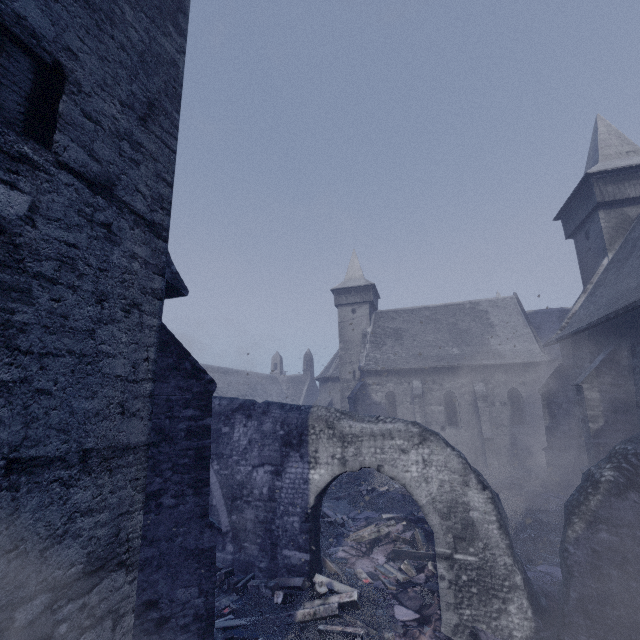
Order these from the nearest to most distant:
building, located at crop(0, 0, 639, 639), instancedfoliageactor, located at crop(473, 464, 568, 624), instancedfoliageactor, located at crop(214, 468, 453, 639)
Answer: building, located at crop(0, 0, 639, 639) → instancedfoliageactor, located at crop(214, 468, 453, 639) → instancedfoliageactor, located at crop(473, 464, 568, 624)

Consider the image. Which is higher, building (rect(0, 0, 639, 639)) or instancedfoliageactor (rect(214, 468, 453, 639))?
building (rect(0, 0, 639, 639))

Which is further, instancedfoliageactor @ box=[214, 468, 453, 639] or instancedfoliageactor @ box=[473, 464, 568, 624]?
instancedfoliageactor @ box=[473, 464, 568, 624]

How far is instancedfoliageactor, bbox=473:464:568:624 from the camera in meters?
7.7 m

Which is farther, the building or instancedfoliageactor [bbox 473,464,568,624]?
instancedfoliageactor [bbox 473,464,568,624]

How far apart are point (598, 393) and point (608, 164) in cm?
1276

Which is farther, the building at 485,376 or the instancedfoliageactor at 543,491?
the instancedfoliageactor at 543,491

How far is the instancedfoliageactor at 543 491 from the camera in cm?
775
